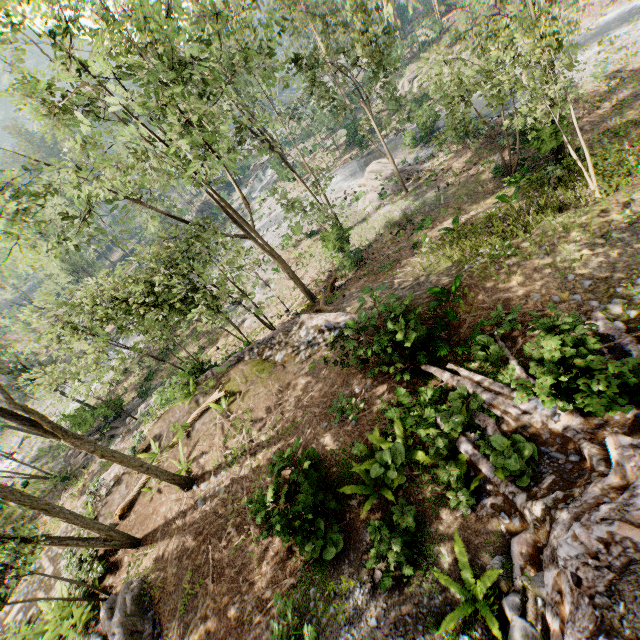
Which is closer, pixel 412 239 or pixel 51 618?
pixel 51 618

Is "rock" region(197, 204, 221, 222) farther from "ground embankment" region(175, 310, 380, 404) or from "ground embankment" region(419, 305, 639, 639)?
"ground embankment" region(419, 305, 639, 639)

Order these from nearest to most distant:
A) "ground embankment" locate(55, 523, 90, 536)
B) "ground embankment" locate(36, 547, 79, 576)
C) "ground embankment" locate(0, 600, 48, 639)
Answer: "ground embankment" locate(0, 600, 48, 639) < "ground embankment" locate(36, 547, 79, 576) < "ground embankment" locate(55, 523, 90, 536)

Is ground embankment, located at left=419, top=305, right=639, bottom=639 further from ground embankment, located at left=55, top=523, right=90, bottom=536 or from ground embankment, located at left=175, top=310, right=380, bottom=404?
ground embankment, located at left=55, top=523, right=90, bottom=536

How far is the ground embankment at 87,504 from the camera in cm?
A: 1461

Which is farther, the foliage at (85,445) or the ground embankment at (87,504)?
the ground embankment at (87,504)

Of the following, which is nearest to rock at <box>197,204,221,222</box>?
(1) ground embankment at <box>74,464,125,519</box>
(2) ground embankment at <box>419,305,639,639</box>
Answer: (1) ground embankment at <box>74,464,125,519</box>

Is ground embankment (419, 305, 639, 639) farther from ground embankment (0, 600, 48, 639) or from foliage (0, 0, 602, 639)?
ground embankment (0, 600, 48, 639)
